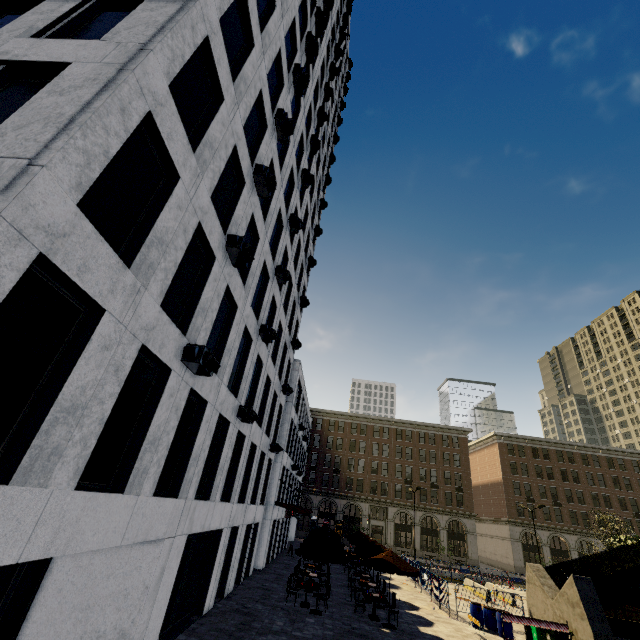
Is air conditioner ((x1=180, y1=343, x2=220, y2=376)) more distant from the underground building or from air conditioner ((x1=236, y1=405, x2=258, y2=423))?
the underground building

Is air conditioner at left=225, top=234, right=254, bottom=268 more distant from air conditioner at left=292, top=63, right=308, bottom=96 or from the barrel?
the barrel

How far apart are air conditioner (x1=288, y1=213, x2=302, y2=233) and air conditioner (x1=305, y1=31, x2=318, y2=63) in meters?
9.2 m

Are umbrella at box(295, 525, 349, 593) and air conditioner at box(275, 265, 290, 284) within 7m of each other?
no

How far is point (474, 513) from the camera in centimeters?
5009cm

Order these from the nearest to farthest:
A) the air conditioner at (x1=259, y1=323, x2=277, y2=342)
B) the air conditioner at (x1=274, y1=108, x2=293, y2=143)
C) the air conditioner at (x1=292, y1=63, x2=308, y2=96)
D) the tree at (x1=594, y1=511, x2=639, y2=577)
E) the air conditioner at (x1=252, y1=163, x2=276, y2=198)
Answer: the air conditioner at (x1=252, y1=163, x2=276, y2=198)
the air conditioner at (x1=274, y1=108, x2=293, y2=143)
the air conditioner at (x1=259, y1=323, x2=277, y2=342)
the air conditioner at (x1=292, y1=63, x2=308, y2=96)
the tree at (x1=594, y1=511, x2=639, y2=577)

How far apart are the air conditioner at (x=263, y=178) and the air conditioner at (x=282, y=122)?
3.5m

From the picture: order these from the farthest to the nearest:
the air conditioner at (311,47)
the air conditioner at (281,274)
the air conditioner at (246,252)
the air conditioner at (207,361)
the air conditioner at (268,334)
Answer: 1. the air conditioner at (311,47)
2. the air conditioner at (281,274)
3. the air conditioner at (268,334)
4. the air conditioner at (246,252)
5. the air conditioner at (207,361)
